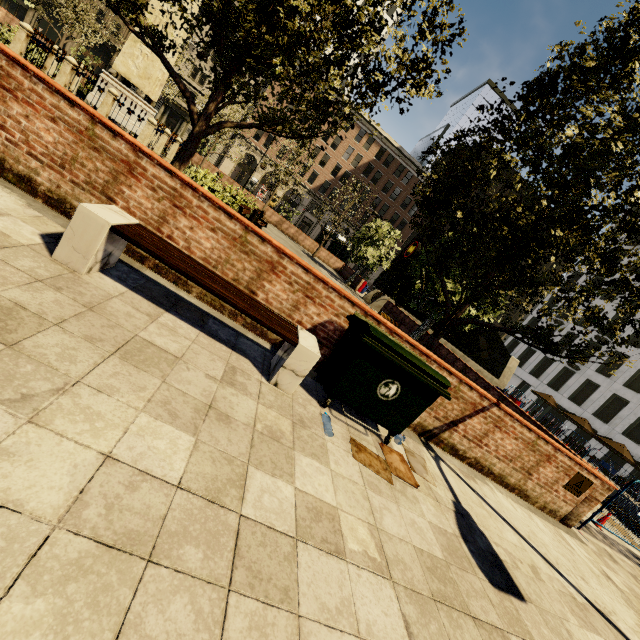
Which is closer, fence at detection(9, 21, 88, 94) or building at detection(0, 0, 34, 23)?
fence at detection(9, 21, 88, 94)

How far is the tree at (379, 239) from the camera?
24.2m

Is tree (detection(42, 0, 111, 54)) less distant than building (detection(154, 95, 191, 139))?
Yes

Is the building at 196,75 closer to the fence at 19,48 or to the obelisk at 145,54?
the fence at 19,48

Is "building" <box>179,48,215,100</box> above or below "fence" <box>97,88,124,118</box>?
above

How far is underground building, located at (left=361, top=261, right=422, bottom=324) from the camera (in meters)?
20.55

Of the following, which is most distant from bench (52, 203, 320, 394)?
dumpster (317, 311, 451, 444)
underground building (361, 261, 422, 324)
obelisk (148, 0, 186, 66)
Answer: underground building (361, 261, 422, 324)

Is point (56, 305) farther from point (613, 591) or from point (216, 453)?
point (613, 591)
